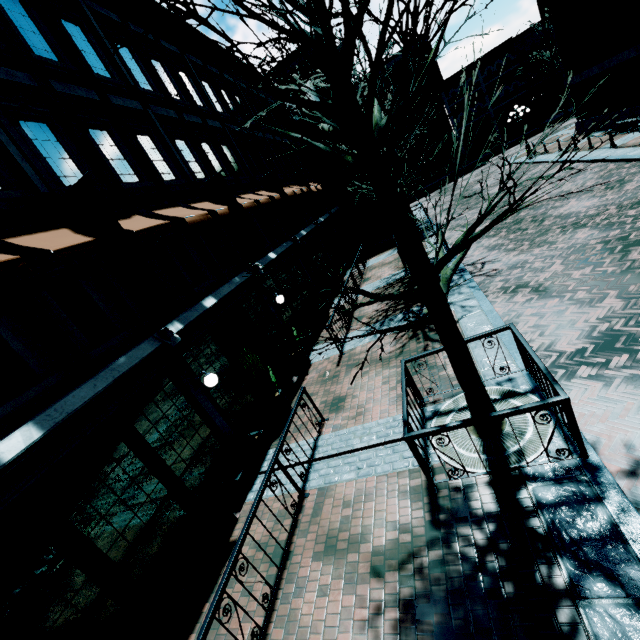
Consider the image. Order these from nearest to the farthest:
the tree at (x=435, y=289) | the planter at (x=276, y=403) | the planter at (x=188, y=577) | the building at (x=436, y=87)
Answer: the tree at (x=435, y=289)
the planter at (x=188, y=577)
the planter at (x=276, y=403)
the building at (x=436, y=87)

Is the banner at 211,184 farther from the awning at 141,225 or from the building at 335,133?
the awning at 141,225

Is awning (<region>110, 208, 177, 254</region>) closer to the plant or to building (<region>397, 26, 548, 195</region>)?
building (<region>397, 26, 548, 195</region>)

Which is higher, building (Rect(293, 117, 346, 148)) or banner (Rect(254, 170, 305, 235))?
building (Rect(293, 117, 346, 148))

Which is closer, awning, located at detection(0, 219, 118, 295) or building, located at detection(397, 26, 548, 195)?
awning, located at detection(0, 219, 118, 295)

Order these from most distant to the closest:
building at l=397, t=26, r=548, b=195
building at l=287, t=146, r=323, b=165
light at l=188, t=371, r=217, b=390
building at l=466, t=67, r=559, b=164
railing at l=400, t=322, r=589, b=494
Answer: building at l=466, t=67, r=559, b=164, building at l=397, t=26, r=548, b=195, building at l=287, t=146, r=323, b=165, light at l=188, t=371, r=217, b=390, railing at l=400, t=322, r=589, b=494

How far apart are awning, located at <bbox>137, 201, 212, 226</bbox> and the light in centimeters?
361cm

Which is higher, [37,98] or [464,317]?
[37,98]
